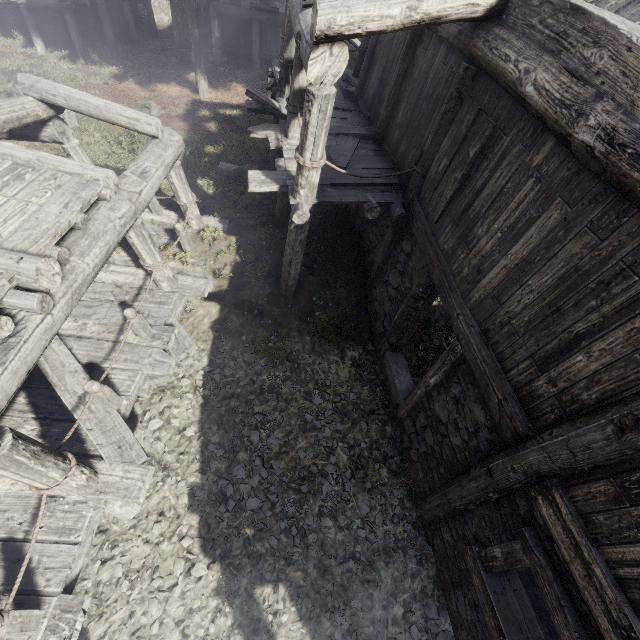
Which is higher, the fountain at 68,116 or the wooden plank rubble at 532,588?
the fountain at 68,116

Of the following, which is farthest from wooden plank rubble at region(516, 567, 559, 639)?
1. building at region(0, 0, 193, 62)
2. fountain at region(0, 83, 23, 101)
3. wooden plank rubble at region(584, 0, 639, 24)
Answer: fountain at region(0, 83, 23, 101)

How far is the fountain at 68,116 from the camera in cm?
1221

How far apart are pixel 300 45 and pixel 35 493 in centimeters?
770cm

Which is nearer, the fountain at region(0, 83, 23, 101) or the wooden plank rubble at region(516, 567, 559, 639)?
the wooden plank rubble at region(516, 567, 559, 639)

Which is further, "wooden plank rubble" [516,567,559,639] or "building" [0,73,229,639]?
"wooden plank rubble" [516,567,559,639]

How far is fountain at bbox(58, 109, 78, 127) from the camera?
12.21m

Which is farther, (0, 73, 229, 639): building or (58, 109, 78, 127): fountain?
(58, 109, 78, 127): fountain
